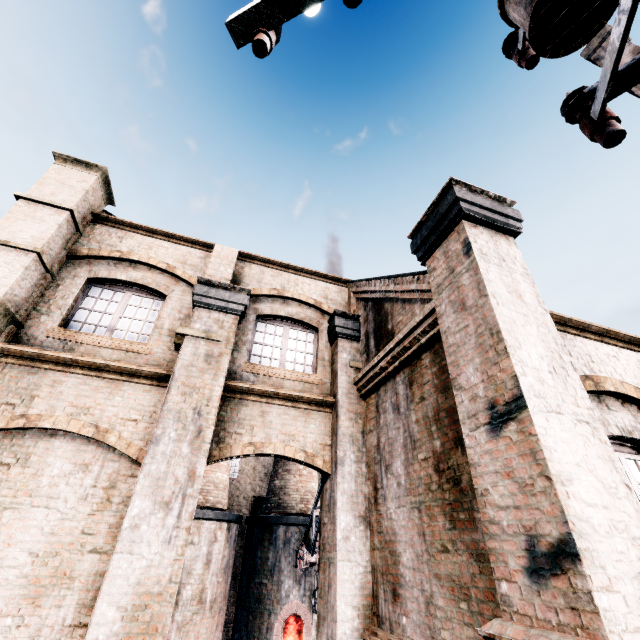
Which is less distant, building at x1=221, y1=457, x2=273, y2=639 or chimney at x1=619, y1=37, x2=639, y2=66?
building at x1=221, y1=457, x2=273, y2=639

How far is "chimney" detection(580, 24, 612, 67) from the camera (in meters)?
24.56

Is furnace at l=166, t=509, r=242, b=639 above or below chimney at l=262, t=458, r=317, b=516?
below

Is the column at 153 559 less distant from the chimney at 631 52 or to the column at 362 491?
the column at 362 491

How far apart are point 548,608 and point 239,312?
7.72m

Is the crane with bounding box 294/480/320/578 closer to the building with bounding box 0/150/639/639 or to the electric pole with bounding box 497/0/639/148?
the building with bounding box 0/150/639/639

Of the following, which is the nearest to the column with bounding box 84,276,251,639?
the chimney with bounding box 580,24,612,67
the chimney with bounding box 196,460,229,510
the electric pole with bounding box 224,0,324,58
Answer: the electric pole with bounding box 224,0,324,58

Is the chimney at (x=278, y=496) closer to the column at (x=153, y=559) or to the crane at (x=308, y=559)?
the crane at (x=308, y=559)
